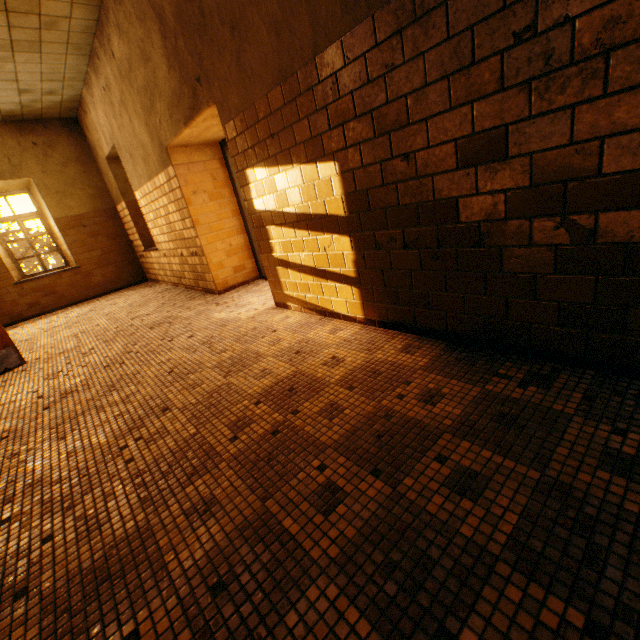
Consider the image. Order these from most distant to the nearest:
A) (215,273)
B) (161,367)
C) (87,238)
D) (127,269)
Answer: (127,269) → (87,238) → (215,273) → (161,367)
